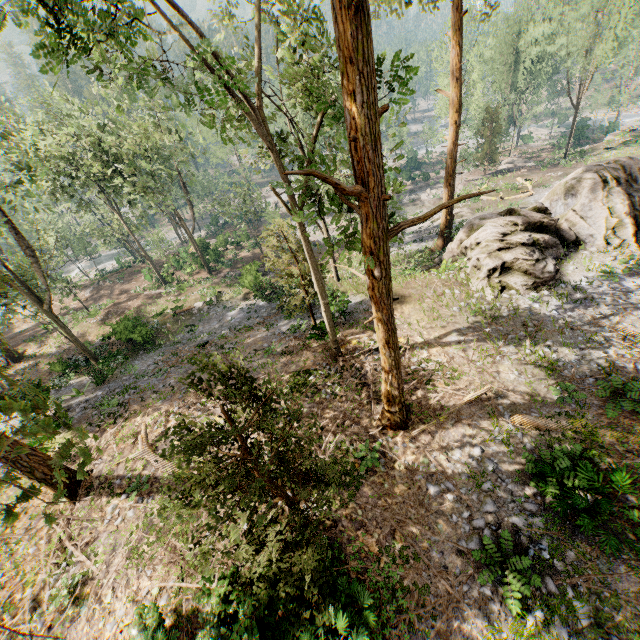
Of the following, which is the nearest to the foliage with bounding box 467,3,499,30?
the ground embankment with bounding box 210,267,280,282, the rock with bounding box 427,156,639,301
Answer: the rock with bounding box 427,156,639,301

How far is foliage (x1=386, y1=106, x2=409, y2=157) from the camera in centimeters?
754cm

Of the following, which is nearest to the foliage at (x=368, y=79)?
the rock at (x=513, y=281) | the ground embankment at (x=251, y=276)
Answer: the rock at (x=513, y=281)

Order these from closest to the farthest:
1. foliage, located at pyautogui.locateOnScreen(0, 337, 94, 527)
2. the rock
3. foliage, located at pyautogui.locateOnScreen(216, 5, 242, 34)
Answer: foliage, located at pyautogui.locateOnScreen(0, 337, 94, 527), the rock, foliage, located at pyautogui.locateOnScreen(216, 5, 242, 34)

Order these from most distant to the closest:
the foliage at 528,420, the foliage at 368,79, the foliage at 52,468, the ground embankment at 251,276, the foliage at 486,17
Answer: the ground embankment at 251,276 → the foliage at 486,17 → the foliage at 528,420 → the foliage at 368,79 → the foliage at 52,468

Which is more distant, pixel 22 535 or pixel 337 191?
pixel 22 535

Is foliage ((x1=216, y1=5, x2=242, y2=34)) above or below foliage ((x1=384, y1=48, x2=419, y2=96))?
above
